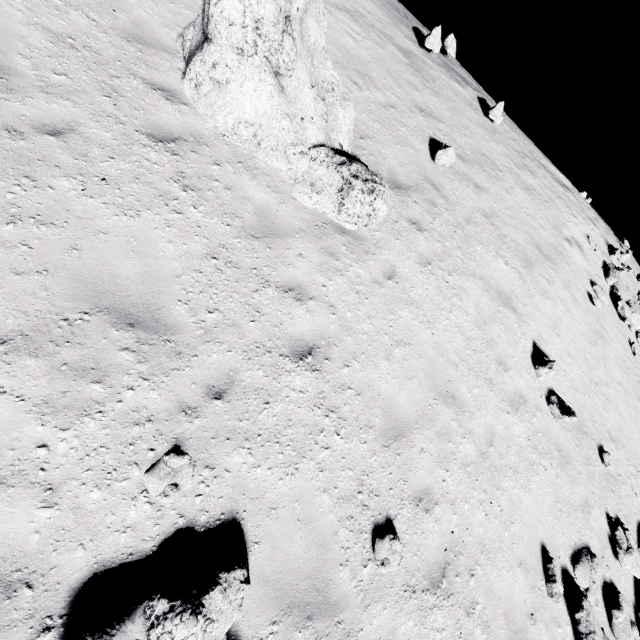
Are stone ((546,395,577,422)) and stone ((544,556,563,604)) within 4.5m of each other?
yes

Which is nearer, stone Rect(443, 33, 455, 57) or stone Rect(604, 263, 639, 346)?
stone Rect(443, 33, 455, 57)

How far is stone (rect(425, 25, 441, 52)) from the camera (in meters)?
12.30

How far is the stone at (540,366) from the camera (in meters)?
8.65

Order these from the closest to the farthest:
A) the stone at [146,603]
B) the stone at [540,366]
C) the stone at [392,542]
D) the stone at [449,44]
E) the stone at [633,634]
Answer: the stone at [146,603] → the stone at [392,542] → the stone at [633,634] → the stone at [540,366] → the stone at [449,44]

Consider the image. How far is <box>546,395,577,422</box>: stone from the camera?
8.3 meters

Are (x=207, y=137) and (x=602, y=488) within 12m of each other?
no

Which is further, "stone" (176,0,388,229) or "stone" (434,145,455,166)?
"stone" (434,145,455,166)
